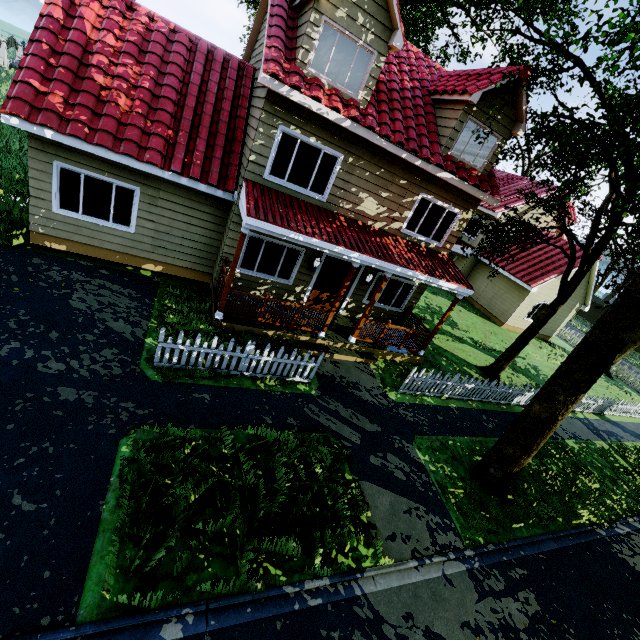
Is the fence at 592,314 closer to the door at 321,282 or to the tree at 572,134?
the tree at 572,134

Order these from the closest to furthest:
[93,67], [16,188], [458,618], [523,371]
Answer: [458,618] < [93,67] < [16,188] < [523,371]

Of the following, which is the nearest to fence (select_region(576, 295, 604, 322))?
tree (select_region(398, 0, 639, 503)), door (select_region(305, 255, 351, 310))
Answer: tree (select_region(398, 0, 639, 503))

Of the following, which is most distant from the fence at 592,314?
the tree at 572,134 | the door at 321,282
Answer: the door at 321,282

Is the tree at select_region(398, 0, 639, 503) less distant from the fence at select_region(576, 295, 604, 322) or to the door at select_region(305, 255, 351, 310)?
the fence at select_region(576, 295, 604, 322)
